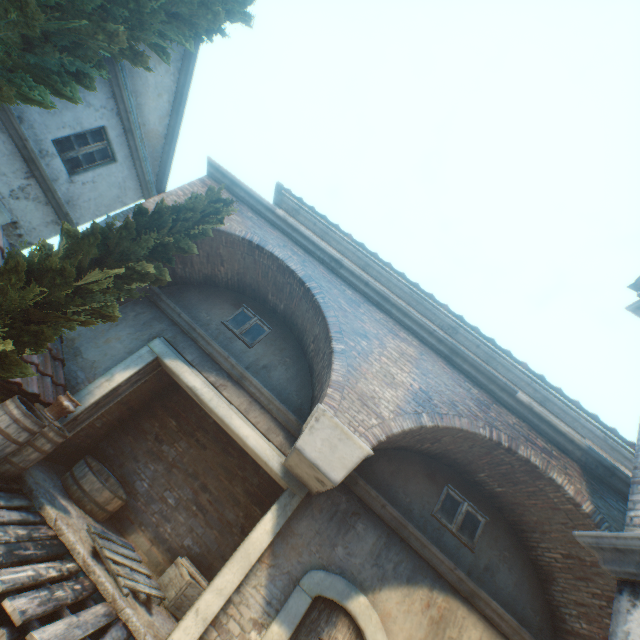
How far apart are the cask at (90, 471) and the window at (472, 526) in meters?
6.5 m

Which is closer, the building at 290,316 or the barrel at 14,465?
the barrel at 14,465

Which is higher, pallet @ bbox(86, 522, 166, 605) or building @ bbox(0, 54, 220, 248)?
building @ bbox(0, 54, 220, 248)

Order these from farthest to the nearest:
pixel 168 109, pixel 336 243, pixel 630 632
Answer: pixel 336 243, pixel 168 109, pixel 630 632

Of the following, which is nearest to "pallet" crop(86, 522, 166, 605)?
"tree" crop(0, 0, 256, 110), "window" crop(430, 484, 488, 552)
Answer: "tree" crop(0, 0, 256, 110)

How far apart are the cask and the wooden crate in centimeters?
169cm

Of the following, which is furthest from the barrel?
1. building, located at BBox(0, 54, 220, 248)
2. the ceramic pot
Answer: building, located at BBox(0, 54, 220, 248)

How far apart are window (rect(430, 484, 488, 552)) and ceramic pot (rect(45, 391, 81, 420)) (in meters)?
6.91
